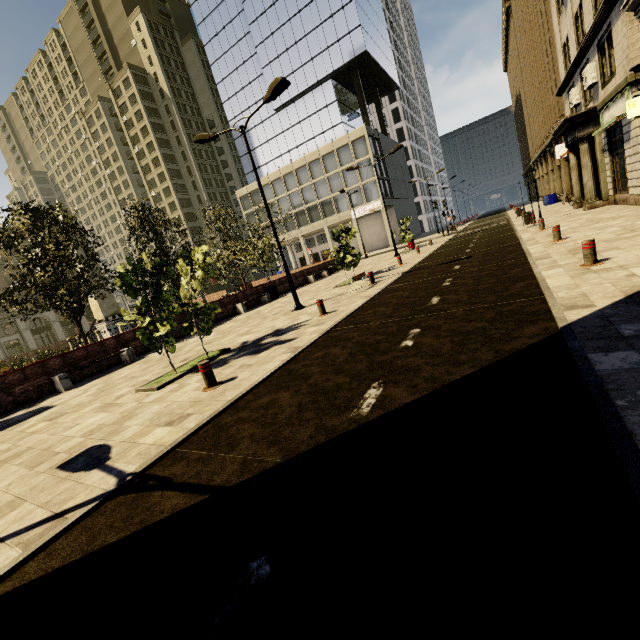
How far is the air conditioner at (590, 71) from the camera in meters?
15.5

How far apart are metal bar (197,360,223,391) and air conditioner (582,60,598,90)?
21.88m

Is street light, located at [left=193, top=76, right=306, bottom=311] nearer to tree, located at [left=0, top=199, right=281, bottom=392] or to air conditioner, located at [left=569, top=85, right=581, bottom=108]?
tree, located at [left=0, top=199, right=281, bottom=392]

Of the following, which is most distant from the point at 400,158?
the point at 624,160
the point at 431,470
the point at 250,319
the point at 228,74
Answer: the point at 431,470

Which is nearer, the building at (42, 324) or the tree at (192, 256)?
the tree at (192, 256)

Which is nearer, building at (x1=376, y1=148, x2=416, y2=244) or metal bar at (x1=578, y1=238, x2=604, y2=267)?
metal bar at (x1=578, y1=238, x2=604, y2=267)

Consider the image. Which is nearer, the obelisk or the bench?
the bench

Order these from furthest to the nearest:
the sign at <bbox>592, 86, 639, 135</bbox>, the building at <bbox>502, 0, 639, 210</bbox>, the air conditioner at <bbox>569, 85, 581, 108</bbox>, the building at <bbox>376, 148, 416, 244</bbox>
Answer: the building at <bbox>376, 148, 416, 244</bbox> → the air conditioner at <bbox>569, 85, 581, 108</bbox> → the building at <bbox>502, 0, 639, 210</bbox> → the sign at <bbox>592, 86, 639, 135</bbox>
